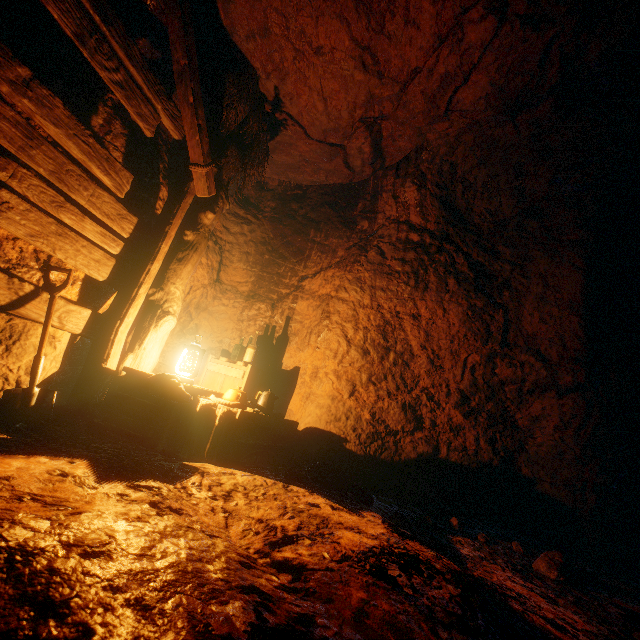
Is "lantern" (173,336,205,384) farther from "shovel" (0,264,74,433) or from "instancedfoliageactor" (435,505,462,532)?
"instancedfoliageactor" (435,505,462,532)

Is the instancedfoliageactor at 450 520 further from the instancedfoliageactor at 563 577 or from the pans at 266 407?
the pans at 266 407

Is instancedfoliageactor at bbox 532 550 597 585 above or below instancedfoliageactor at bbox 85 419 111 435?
below

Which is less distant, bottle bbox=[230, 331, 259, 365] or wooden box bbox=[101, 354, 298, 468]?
wooden box bbox=[101, 354, 298, 468]

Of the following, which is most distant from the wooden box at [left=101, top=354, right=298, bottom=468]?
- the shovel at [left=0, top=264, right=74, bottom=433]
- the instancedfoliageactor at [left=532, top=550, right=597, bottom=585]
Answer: the instancedfoliageactor at [left=532, top=550, right=597, bottom=585]

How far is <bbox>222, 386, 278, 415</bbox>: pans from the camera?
3.3 meters

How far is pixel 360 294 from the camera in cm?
469

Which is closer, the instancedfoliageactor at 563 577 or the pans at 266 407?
the instancedfoliageactor at 563 577
